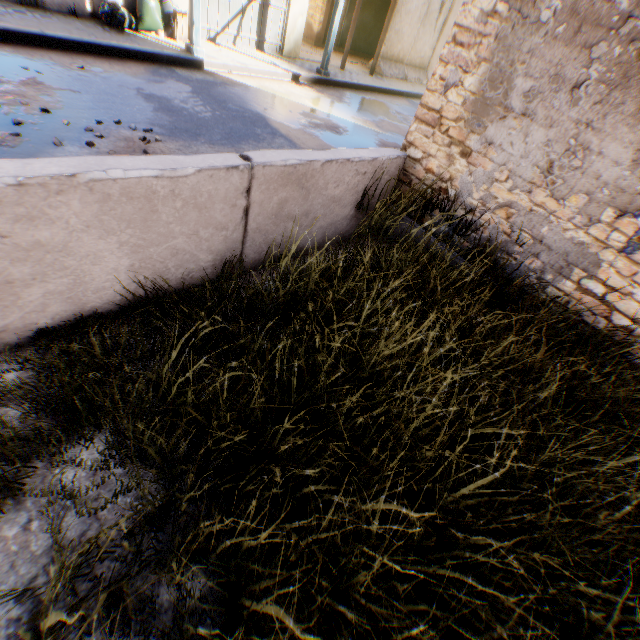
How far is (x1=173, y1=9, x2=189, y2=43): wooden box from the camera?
8.0m

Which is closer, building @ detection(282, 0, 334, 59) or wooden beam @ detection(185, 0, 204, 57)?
wooden beam @ detection(185, 0, 204, 57)

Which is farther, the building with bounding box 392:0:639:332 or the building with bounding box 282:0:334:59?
the building with bounding box 282:0:334:59

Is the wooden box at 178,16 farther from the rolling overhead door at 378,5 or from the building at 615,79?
the rolling overhead door at 378,5

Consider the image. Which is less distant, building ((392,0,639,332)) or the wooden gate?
building ((392,0,639,332))

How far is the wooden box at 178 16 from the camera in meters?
8.0

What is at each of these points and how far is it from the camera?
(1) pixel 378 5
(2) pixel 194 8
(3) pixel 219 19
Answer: (1) rolling overhead door, 15.67m
(2) wooden beam, 7.32m
(3) wooden gate, 9.16m

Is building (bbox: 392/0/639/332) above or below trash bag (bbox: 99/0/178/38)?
above
